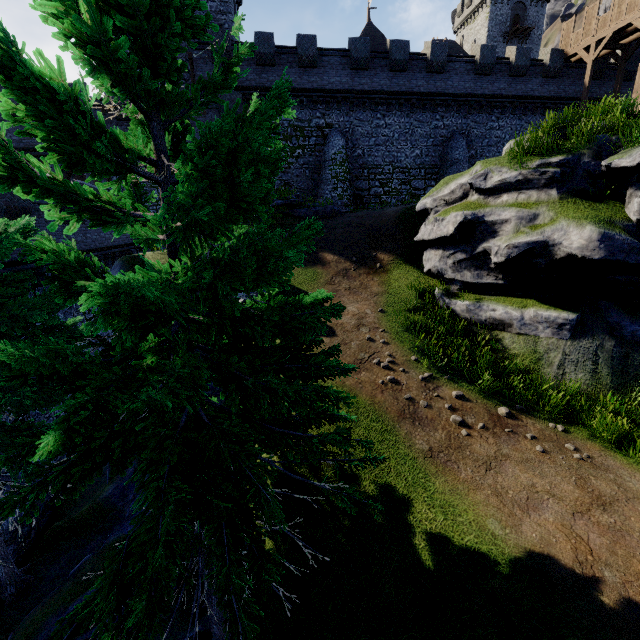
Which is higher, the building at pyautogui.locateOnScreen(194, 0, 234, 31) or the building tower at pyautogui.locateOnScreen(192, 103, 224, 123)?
the building at pyautogui.locateOnScreen(194, 0, 234, 31)

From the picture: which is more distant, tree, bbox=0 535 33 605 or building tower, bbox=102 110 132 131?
building tower, bbox=102 110 132 131

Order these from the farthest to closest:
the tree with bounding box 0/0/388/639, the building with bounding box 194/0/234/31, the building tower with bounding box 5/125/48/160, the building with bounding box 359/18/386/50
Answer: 1. the building with bounding box 359/18/386/50
2. the building with bounding box 194/0/234/31
3. the building tower with bounding box 5/125/48/160
4. the tree with bounding box 0/0/388/639

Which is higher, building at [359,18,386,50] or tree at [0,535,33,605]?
building at [359,18,386,50]

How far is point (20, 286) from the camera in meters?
8.1 m

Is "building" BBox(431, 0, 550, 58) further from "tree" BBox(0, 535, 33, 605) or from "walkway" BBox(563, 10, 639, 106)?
"tree" BBox(0, 535, 33, 605)

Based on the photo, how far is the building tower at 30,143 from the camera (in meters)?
19.55
